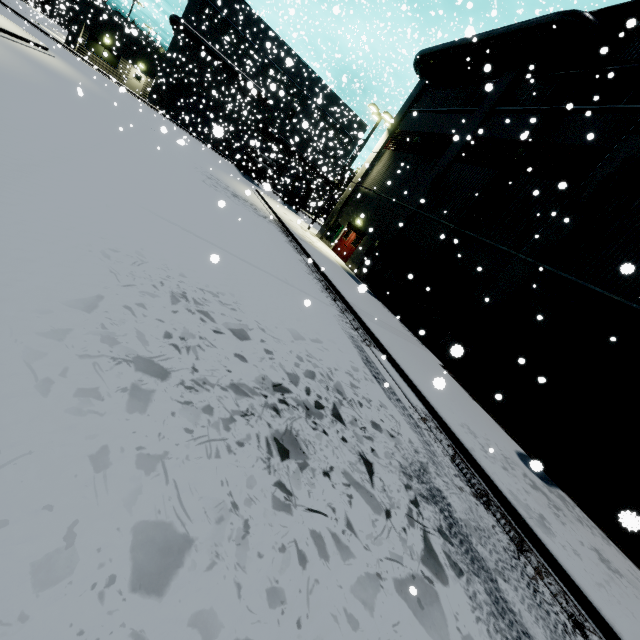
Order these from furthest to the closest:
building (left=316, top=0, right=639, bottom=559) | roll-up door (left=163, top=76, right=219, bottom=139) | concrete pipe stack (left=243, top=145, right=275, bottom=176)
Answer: roll-up door (left=163, top=76, right=219, bottom=139) < concrete pipe stack (left=243, top=145, right=275, bottom=176) < building (left=316, top=0, right=639, bottom=559)

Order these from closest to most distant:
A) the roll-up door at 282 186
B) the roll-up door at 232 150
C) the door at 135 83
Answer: the roll-up door at 232 150 < the door at 135 83 < the roll-up door at 282 186

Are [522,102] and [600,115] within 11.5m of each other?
yes

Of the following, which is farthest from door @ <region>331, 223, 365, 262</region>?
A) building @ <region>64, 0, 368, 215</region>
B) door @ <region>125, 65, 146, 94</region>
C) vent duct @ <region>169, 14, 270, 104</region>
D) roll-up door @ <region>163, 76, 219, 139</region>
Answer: door @ <region>125, 65, 146, 94</region>

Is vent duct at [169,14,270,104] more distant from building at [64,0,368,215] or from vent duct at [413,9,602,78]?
vent duct at [413,9,602,78]

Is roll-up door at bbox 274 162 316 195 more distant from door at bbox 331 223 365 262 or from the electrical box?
door at bbox 331 223 365 262

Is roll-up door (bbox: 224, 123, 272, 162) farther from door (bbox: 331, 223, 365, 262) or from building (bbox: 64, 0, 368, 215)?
door (bbox: 331, 223, 365, 262)

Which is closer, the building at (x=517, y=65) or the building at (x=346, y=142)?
the building at (x=517, y=65)
